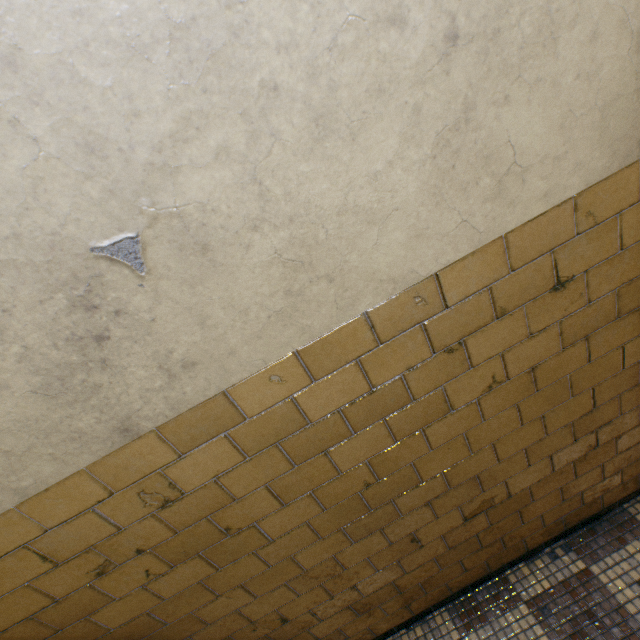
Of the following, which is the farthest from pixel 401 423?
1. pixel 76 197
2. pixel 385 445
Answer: pixel 76 197
